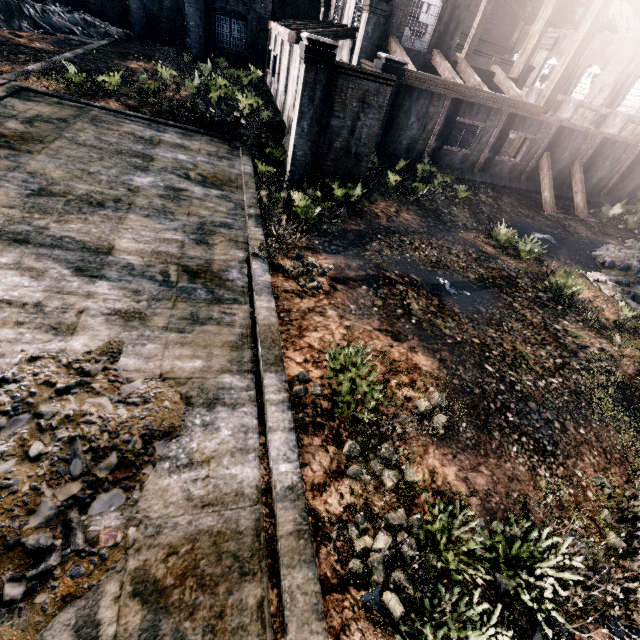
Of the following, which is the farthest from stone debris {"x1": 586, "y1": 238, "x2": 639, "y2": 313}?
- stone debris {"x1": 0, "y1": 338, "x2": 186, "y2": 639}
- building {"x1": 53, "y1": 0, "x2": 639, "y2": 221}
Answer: stone debris {"x1": 0, "y1": 338, "x2": 186, "y2": 639}

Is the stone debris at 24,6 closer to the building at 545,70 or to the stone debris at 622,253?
the building at 545,70

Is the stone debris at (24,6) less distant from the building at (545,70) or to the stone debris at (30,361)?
the building at (545,70)

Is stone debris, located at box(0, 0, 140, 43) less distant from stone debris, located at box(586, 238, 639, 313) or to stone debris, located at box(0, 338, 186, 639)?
stone debris, located at box(0, 338, 186, 639)

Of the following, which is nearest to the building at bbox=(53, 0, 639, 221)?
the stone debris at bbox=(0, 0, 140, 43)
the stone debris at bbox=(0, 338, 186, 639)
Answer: the stone debris at bbox=(0, 0, 140, 43)

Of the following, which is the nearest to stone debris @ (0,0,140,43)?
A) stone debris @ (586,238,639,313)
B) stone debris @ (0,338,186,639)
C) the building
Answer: the building

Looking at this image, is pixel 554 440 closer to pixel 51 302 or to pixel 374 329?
pixel 374 329
